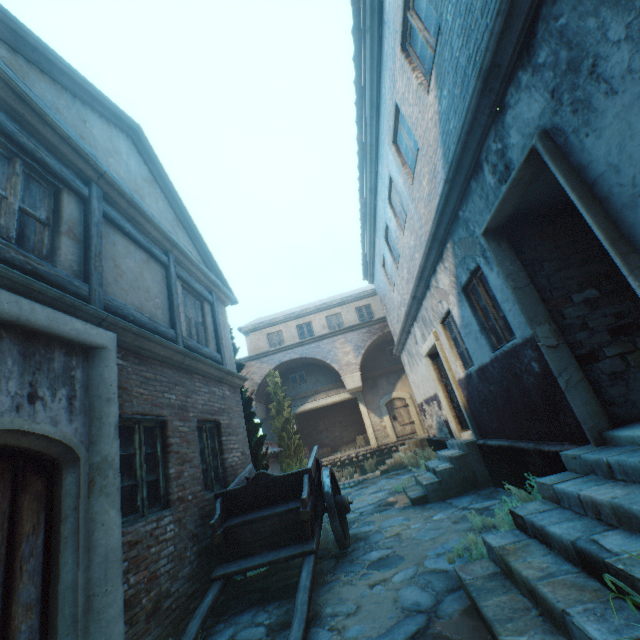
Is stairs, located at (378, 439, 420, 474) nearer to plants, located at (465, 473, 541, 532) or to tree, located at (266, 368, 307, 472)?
tree, located at (266, 368, 307, 472)

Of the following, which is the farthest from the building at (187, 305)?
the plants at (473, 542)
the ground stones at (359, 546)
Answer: the plants at (473, 542)

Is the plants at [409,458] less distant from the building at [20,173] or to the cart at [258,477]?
the building at [20,173]

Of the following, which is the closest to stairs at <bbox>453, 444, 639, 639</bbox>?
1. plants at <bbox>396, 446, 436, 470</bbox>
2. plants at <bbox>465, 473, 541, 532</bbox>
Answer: plants at <bbox>465, 473, 541, 532</bbox>

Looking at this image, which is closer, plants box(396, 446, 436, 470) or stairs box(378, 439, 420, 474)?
plants box(396, 446, 436, 470)

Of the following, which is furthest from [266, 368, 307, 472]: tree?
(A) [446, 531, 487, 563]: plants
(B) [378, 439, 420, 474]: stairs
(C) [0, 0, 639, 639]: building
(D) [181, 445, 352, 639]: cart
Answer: (A) [446, 531, 487, 563]: plants

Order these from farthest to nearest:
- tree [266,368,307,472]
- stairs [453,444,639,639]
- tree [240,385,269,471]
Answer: tree [266,368,307,472], tree [240,385,269,471], stairs [453,444,639,639]

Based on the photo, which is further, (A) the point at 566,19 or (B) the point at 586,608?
(A) the point at 566,19
